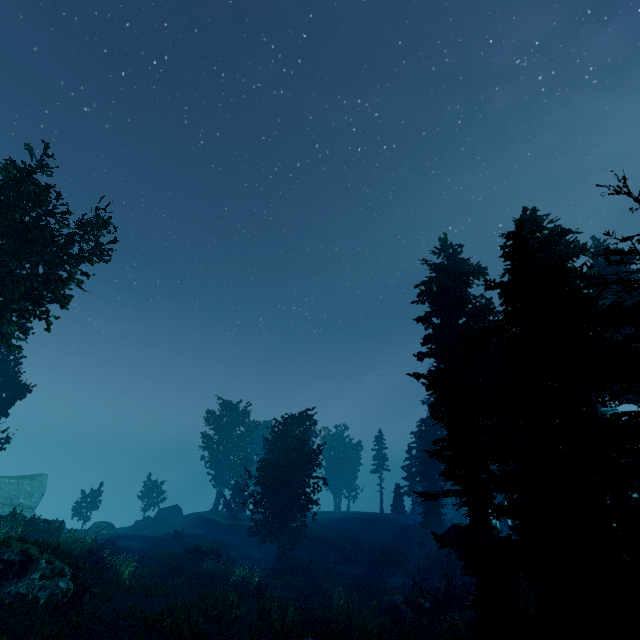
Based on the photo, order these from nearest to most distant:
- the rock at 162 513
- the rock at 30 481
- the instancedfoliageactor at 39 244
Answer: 1. the instancedfoliageactor at 39 244
2. the rock at 30 481
3. the rock at 162 513

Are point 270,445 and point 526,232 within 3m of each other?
no

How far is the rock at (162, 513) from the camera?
42.8m

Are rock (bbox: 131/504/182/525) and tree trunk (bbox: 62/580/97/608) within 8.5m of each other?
no

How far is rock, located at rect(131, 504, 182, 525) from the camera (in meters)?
42.85

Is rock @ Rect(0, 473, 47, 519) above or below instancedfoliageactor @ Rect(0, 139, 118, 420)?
below

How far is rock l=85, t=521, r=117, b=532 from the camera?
→ 33.47m

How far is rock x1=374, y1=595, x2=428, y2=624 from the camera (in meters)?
19.48
